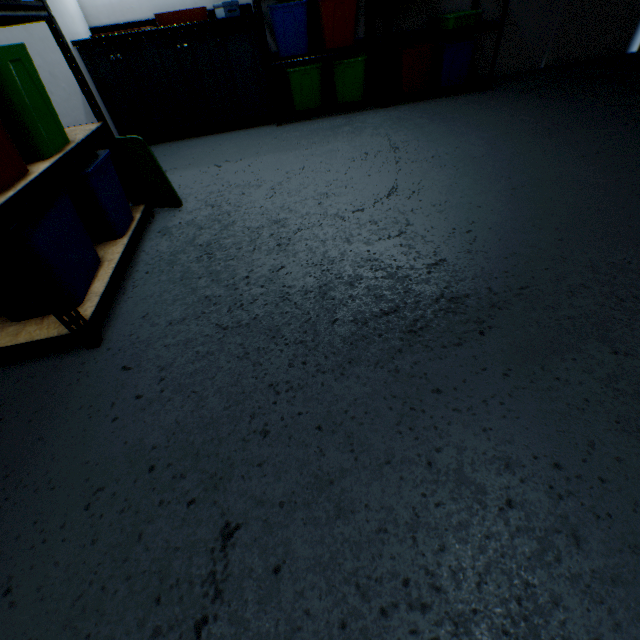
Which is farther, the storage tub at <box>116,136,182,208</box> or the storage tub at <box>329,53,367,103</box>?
the storage tub at <box>329,53,367,103</box>

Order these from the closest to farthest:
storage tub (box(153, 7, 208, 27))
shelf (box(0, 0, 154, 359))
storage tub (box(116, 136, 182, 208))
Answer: shelf (box(0, 0, 154, 359)) → storage tub (box(116, 136, 182, 208)) → storage tub (box(153, 7, 208, 27))

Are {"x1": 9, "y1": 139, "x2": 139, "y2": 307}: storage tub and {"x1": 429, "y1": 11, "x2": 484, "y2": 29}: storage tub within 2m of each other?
no

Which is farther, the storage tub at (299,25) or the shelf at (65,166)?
the storage tub at (299,25)

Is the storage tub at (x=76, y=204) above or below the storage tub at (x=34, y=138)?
below

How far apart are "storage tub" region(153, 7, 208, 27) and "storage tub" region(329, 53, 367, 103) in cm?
119

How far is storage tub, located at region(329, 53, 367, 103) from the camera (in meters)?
3.23

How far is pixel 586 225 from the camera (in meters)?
1.55
